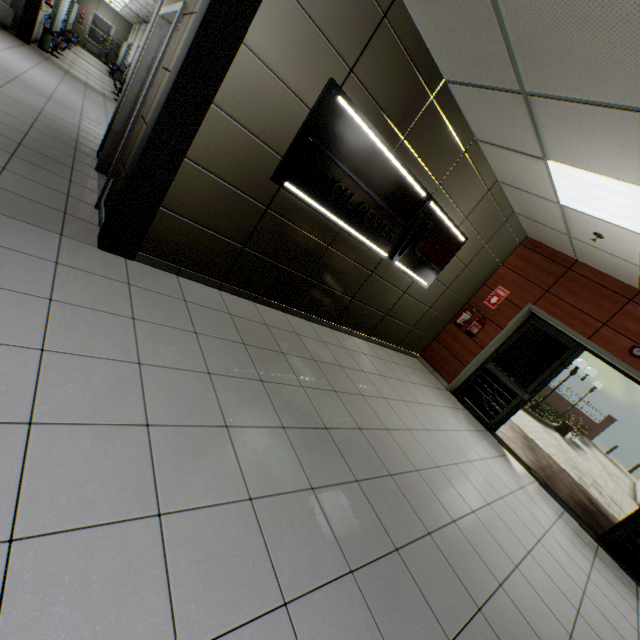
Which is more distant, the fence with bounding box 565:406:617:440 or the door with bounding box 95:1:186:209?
the fence with bounding box 565:406:617:440

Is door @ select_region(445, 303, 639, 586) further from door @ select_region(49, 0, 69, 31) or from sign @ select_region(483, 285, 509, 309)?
door @ select_region(49, 0, 69, 31)

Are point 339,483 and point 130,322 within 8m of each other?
yes

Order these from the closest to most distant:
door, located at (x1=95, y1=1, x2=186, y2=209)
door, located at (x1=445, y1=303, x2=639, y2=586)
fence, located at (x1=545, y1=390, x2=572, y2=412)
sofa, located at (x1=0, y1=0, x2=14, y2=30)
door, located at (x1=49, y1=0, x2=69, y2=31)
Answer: door, located at (x1=95, y1=1, x2=186, y2=209)
door, located at (x1=445, y1=303, x2=639, y2=586)
sofa, located at (x1=0, y1=0, x2=14, y2=30)
door, located at (x1=49, y1=0, x2=69, y2=31)
fence, located at (x1=545, y1=390, x2=572, y2=412)

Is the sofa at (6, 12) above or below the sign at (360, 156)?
below

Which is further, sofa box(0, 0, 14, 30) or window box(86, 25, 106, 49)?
window box(86, 25, 106, 49)

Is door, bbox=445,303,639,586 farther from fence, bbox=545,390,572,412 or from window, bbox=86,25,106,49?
window, bbox=86,25,106,49

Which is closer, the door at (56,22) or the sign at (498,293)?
the sign at (498,293)
